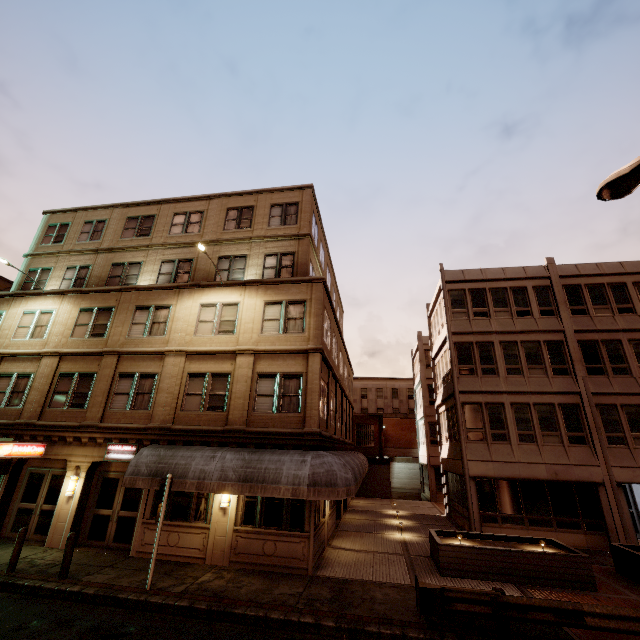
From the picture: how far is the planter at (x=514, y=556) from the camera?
10.95m

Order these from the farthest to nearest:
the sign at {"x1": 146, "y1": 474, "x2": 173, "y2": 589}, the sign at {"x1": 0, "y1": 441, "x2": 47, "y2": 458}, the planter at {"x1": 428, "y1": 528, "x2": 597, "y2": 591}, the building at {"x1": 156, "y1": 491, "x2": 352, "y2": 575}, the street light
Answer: the sign at {"x1": 0, "y1": 441, "x2": 47, "y2": 458} → the building at {"x1": 156, "y1": 491, "x2": 352, "y2": 575} → the planter at {"x1": 428, "y1": 528, "x2": 597, "y2": 591} → the sign at {"x1": 146, "y1": 474, "x2": 173, "y2": 589} → the street light

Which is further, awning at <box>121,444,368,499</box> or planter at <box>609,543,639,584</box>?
planter at <box>609,543,639,584</box>

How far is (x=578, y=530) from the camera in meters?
16.0

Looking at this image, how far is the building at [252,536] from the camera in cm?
1151

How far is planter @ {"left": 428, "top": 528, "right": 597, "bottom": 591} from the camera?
11.0m

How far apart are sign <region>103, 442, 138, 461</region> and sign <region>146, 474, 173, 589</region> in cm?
386

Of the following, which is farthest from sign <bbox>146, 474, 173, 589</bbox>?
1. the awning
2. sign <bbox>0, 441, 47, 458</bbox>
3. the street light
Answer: the street light
